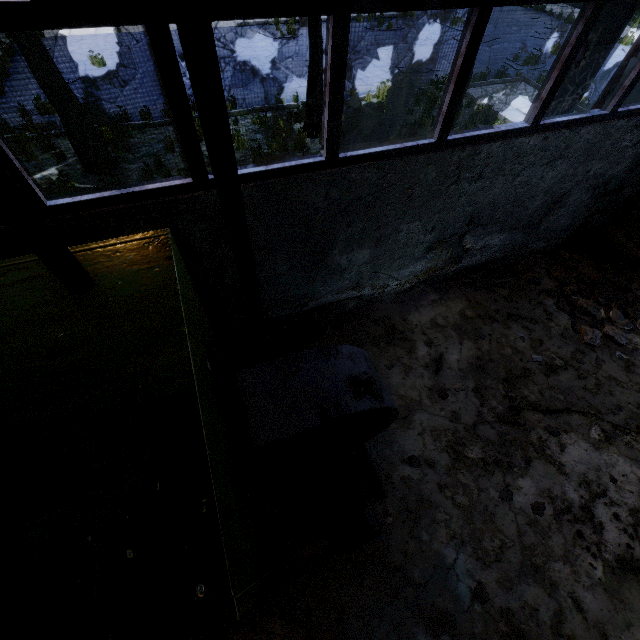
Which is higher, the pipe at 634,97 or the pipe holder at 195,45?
the pipe holder at 195,45

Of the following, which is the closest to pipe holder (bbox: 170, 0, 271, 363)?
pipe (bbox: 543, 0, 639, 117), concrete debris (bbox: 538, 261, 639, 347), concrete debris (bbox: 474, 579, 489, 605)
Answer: pipe (bbox: 543, 0, 639, 117)

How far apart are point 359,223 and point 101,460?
3.52m

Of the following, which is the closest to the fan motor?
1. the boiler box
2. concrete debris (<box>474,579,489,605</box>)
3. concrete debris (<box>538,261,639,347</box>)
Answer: the boiler box

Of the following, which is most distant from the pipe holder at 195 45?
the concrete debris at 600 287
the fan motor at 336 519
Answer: the concrete debris at 600 287

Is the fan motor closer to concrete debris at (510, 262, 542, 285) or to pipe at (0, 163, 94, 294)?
pipe at (0, 163, 94, 294)

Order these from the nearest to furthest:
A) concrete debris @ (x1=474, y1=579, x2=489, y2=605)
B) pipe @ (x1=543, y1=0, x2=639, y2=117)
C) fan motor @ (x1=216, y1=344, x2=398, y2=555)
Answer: fan motor @ (x1=216, y1=344, x2=398, y2=555), concrete debris @ (x1=474, y1=579, x2=489, y2=605), pipe @ (x1=543, y1=0, x2=639, y2=117)

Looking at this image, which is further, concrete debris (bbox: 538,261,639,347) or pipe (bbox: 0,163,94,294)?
concrete debris (bbox: 538,261,639,347)
